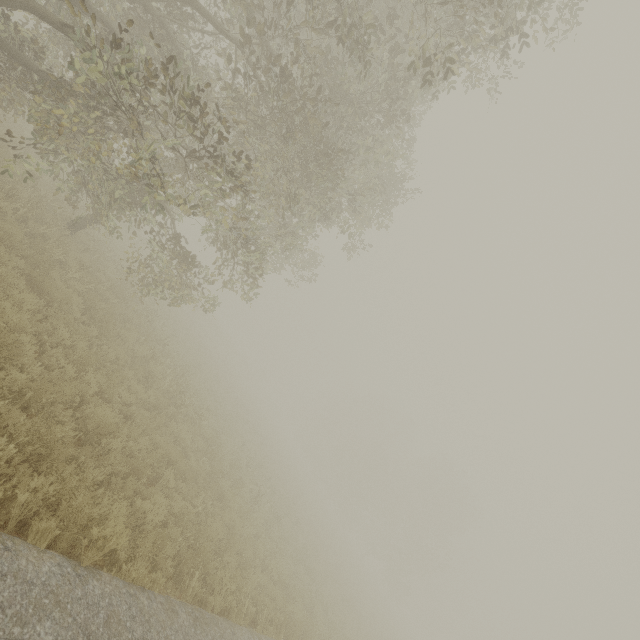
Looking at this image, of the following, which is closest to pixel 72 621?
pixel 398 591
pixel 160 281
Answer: pixel 160 281

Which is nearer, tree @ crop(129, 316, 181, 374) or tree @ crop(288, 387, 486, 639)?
tree @ crop(129, 316, 181, 374)

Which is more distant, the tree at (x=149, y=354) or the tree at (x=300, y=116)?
the tree at (x=149, y=354)

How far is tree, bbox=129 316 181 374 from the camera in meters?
11.5 m

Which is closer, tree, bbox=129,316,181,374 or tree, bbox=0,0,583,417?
tree, bbox=0,0,583,417

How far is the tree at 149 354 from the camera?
11.55m

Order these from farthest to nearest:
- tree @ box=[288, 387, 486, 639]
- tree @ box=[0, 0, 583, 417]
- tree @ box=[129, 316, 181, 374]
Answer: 1. tree @ box=[288, 387, 486, 639]
2. tree @ box=[129, 316, 181, 374]
3. tree @ box=[0, 0, 583, 417]
